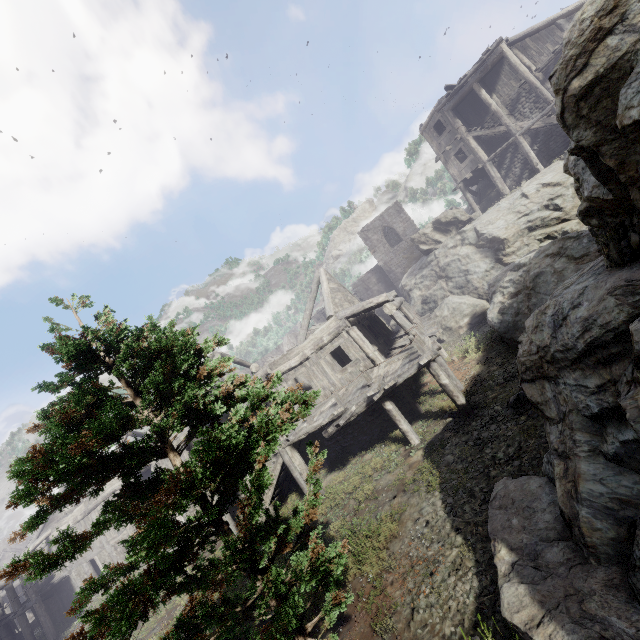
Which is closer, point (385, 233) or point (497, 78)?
point (497, 78)

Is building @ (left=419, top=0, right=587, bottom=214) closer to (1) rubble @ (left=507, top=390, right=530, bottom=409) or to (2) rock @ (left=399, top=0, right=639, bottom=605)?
(2) rock @ (left=399, top=0, right=639, bottom=605)

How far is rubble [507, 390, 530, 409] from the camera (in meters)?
9.27

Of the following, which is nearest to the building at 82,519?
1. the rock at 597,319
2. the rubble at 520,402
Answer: the rock at 597,319

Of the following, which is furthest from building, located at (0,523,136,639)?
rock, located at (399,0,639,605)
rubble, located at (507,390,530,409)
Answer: rubble, located at (507,390,530,409)

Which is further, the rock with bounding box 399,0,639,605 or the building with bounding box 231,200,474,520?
the building with bounding box 231,200,474,520
